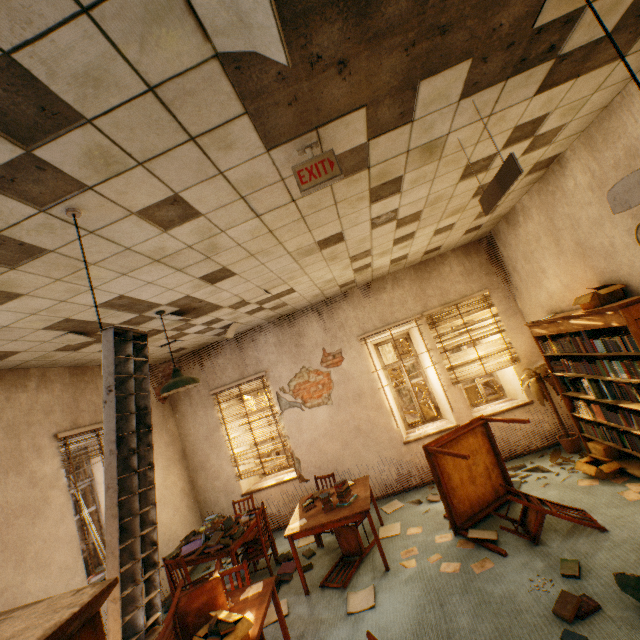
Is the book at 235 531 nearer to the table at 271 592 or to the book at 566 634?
the table at 271 592

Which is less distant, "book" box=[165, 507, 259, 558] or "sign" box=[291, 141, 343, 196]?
"sign" box=[291, 141, 343, 196]

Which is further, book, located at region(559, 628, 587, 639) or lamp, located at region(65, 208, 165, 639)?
book, located at region(559, 628, 587, 639)

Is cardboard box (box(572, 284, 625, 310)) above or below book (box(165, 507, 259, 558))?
above

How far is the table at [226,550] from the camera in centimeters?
443cm

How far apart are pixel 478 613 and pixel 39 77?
4.8m

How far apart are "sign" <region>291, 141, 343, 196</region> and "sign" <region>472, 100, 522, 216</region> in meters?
1.1 m

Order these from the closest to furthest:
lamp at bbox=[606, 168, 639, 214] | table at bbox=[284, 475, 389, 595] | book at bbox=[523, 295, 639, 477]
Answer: lamp at bbox=[606, 168, 639, 214], book at bbox=[523, 295, 639, 477], table at bbox=[284, 475, 389, 595]
